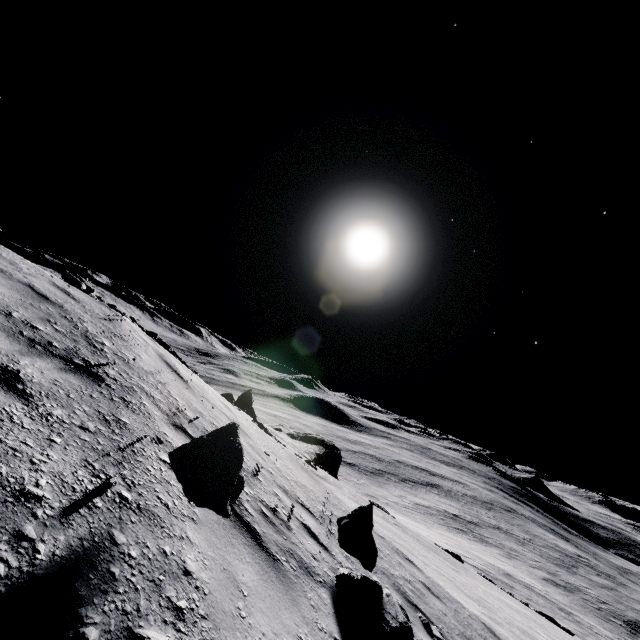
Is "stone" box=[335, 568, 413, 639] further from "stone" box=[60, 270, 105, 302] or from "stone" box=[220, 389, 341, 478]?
"stone" box=[220, 389, 341, 478]

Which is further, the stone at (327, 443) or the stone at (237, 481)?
the stone at (327, 443)

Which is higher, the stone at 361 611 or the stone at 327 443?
the stone at 361 611

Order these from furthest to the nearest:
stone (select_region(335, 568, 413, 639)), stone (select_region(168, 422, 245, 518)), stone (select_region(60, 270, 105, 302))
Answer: stone (select_region(60, 270, 105, 302))
stone (select_region(335, 568, 413, 639))
stone (select_region(168, 422, 245, 518))

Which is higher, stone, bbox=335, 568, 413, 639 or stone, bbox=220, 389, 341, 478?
stone, bbox=335, 568, 413, 639

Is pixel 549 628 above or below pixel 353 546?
below

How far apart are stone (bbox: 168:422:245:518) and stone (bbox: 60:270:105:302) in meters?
13.9 m

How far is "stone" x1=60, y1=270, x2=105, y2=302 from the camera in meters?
13.1 m
